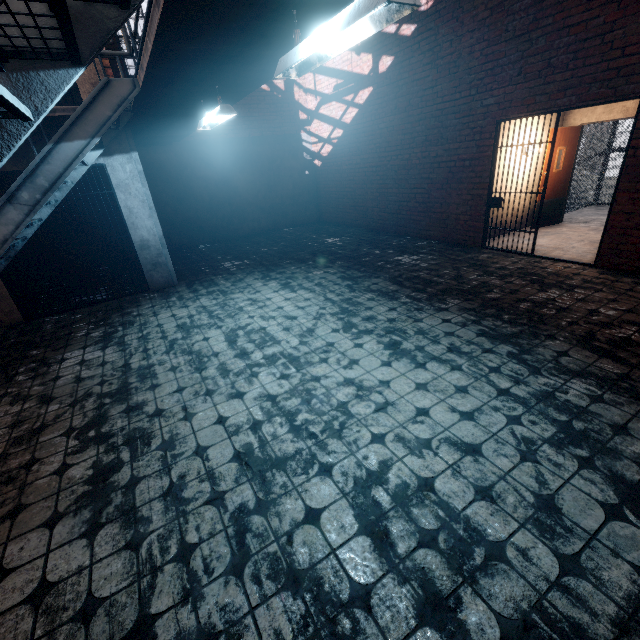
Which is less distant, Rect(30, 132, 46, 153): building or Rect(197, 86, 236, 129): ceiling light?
Rect(197, 86, 236, 129): ceiling light

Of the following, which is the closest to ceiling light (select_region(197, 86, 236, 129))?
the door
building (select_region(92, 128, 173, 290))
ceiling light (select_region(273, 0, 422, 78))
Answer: ceiling light (select_region(273, 0, 422, 78))

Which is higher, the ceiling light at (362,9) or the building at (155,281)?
the ceiling light at (362,9)

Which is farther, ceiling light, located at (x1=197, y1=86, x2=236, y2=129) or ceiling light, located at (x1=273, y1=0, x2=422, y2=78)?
ceiling light, located at (x1=197, y1=86, x2=236, y2=129)

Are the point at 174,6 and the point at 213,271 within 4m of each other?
no

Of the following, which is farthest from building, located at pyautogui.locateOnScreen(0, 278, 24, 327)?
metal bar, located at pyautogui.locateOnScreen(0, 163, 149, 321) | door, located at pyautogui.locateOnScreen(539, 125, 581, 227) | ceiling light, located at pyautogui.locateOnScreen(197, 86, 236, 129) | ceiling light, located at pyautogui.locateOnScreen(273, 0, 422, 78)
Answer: door, located at pyautogui.locateOnScreen(539, 125, 581, 227)

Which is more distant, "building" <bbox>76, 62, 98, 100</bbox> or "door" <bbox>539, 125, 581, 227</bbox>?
"door" <bbox>539, 125, 581, 227</bbox>

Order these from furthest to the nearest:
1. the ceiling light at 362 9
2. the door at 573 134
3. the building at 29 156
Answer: the door at 573 134
the building at 29 156
the ceiling light at 362 9
